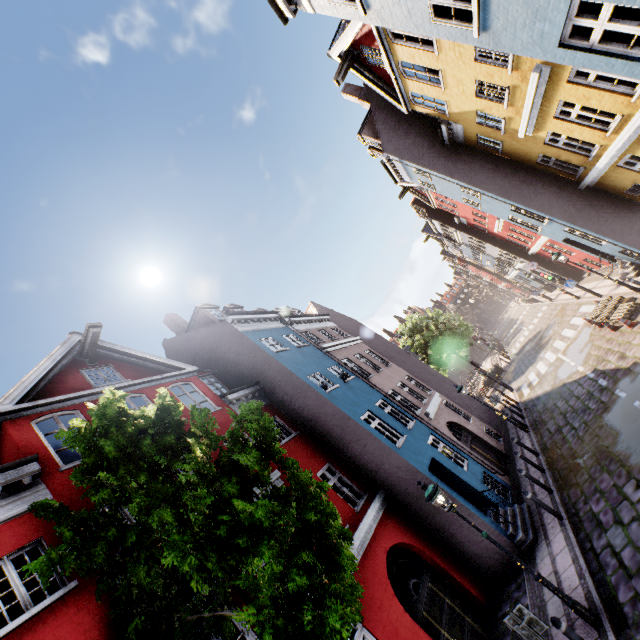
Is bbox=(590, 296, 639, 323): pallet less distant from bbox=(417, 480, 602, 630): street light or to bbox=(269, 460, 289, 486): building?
bbox=(269, 460, 289, 486): building

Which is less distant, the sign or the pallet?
the sign

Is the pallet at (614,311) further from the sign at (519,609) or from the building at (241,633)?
the sign at (519,609)

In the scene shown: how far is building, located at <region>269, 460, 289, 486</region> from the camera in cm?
1003

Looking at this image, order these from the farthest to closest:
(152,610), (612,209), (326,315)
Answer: (326,315)
(612,209)
(152,610)

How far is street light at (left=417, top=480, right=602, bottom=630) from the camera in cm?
633

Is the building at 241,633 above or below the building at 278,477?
below
